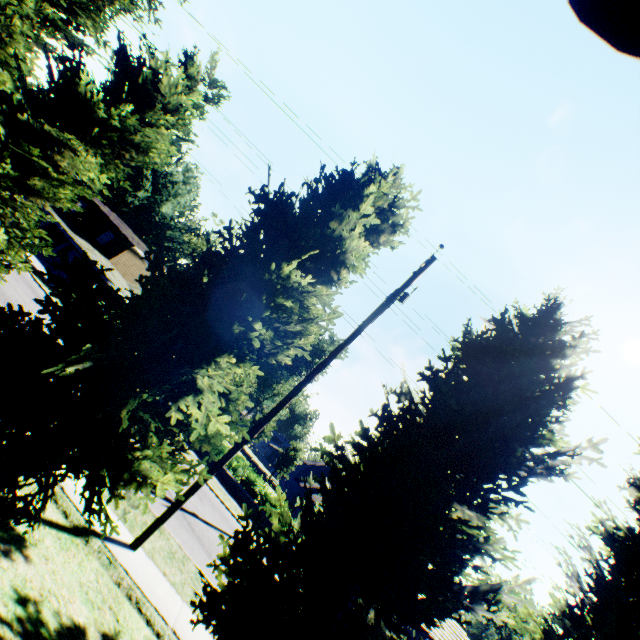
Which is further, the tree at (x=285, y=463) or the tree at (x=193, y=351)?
the tree at (x=285, y=463)

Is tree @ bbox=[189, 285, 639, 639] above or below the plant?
below

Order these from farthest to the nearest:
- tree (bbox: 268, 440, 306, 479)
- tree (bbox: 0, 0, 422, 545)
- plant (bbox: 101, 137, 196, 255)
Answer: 1. plant (bbox: 101, 137, 196, 255)
2. tree (bbox: 268, 440, 306, 479)
3. tree (bbox: 0, 0, 422, 545)

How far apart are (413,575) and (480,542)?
1.3 meters

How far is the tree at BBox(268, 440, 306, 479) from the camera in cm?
4907

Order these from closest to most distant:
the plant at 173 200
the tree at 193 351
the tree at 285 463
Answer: the tree at 193 351, the tree at 285 463, the plant at 173 200

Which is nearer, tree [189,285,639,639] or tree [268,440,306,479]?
tree [189,285,639,639]

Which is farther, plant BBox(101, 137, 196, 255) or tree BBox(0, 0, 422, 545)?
plant BBox(101, 137, 196, 255)
